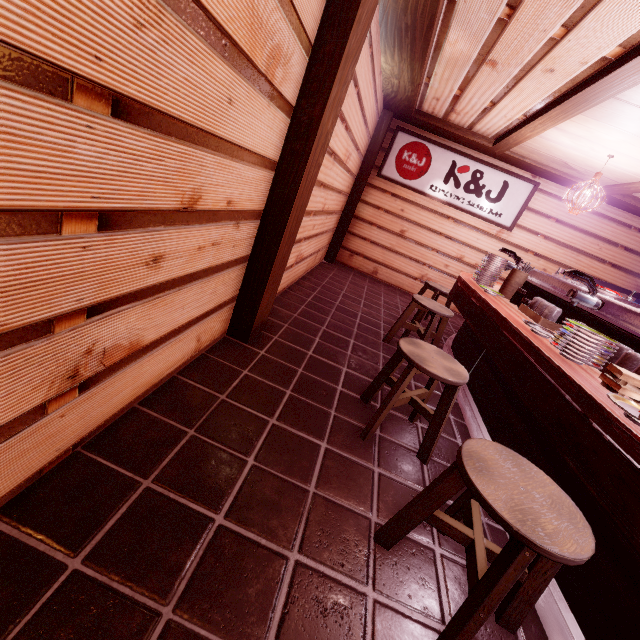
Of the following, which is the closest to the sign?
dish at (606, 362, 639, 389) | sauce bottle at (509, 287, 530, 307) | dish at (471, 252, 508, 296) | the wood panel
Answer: the wood panel

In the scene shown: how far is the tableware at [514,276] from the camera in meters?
6.1

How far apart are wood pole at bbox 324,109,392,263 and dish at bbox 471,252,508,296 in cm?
557

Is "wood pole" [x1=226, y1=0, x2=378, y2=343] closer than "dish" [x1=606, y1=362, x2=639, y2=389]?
No

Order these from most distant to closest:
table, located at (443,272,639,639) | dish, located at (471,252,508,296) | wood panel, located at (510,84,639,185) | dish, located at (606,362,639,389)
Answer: dish, located at (471,252,508,296) → wood panel, located at (510,84,639,185) → dish, located at (606,362,639,389) → table, located at (443,272,639,639)

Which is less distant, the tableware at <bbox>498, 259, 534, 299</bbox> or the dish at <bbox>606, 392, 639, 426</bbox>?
the dish at <bbox>606, 392, 639, 426</bbox>

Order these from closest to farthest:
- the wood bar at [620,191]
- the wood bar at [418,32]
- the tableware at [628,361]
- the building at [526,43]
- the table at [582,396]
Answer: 1. the table at [582,396]
2. the tableware at [628,361]
3. the building at [526,43]
4. the wood bar at [418,32]
5. the wood bar at [620,191]

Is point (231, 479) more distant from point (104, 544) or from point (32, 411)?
point (32, 411)
